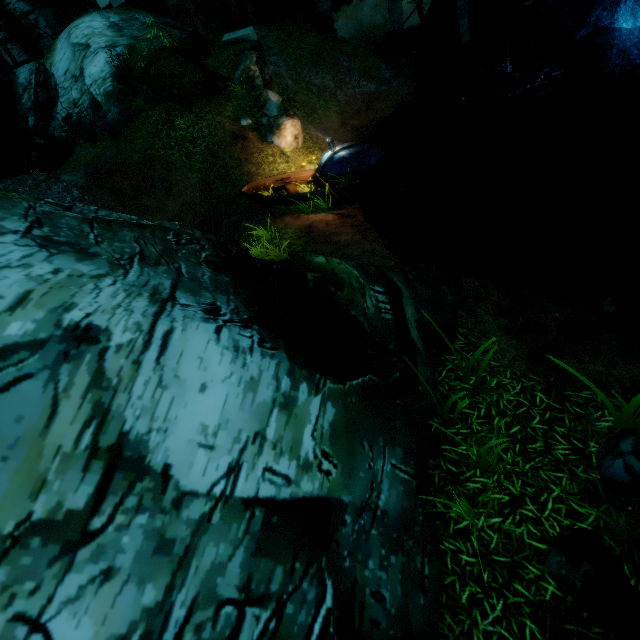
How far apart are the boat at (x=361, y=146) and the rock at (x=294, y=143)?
1.5m

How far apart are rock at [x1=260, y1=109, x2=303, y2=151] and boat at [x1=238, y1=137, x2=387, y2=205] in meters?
1.5

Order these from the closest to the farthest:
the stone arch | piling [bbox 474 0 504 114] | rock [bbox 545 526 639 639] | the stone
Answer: rock [bbox 545 526 639 639]
the stone arch
piling [bbox 474 0 504 114]
the stone

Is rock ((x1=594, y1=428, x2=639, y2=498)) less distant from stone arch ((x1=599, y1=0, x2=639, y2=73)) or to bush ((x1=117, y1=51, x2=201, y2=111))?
bush ((x1=117, y1=51, x2=201, y2=111))

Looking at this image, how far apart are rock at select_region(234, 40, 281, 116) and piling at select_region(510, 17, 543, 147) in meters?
8.8 m

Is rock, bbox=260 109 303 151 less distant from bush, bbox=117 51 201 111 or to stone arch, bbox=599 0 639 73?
bush, bbox=117 51 201 111

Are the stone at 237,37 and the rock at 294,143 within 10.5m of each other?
yes

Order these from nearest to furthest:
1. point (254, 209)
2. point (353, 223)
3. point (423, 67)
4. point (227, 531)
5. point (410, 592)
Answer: point (227, 531) < point (410, 592) < point (353, 223) < point (254, 209) < point (423, 67)
